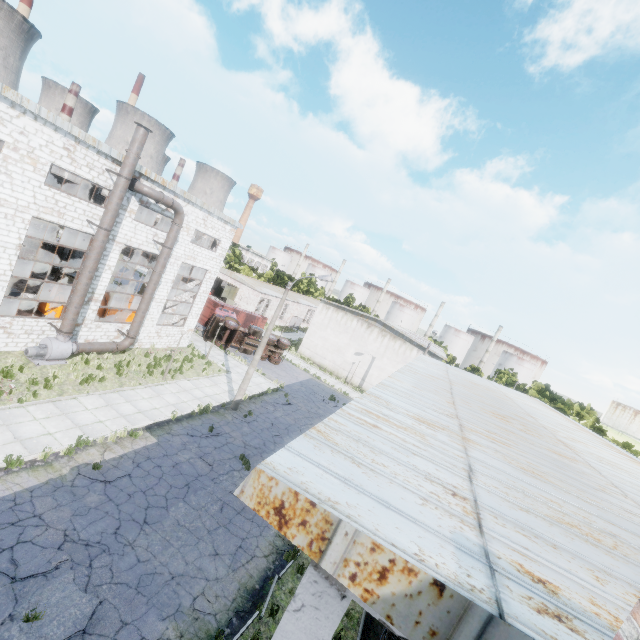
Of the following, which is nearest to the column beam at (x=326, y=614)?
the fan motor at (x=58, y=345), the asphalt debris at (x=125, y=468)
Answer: the asphalt debris at (x=125, y=468)

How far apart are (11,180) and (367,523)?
18.9m

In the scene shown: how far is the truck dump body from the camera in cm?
3516

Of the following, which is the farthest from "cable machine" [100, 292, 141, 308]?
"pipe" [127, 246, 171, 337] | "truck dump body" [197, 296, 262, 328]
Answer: "truck dump body" [197, 296, 262, 328]

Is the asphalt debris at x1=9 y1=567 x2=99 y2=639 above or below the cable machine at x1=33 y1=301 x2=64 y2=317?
below

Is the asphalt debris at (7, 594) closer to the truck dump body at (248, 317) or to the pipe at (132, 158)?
the pipe at (132, 158)

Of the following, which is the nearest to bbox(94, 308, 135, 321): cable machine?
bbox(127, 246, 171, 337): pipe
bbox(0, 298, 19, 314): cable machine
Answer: bbox(0, 298, 19, 314): cable machine

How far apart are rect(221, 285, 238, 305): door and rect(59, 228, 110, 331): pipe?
28.4 meters
